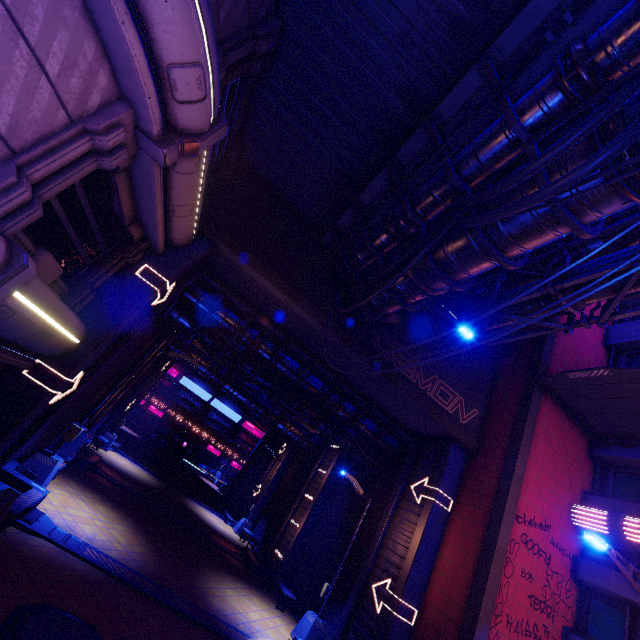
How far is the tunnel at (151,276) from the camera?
10.1 meters

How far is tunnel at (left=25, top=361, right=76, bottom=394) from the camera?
8.40m

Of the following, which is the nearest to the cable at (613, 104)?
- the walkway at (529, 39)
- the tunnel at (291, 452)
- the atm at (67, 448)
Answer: the walkway at (529, 39)

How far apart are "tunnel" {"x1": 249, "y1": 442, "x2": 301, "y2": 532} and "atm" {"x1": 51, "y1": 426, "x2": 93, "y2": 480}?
16.7m

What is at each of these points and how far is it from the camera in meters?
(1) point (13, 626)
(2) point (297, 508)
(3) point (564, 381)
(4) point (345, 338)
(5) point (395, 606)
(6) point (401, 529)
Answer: (1) manhole, 5.4 m
(2) tunnel, 20.5 m
(3) awning, 12.3 m
(4) beam, 12.1 m
(5) tunnel, 10.8 m
(6) tunnel, 13.0 m

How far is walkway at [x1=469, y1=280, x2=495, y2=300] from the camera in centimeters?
1579cm

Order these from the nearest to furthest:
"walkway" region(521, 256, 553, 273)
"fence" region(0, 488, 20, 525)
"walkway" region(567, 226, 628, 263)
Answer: "fence" region(0, 488, 20, 525) → "walkway" region(567, 226, 628, 263) → "walkway" region(521, 256, 553, 273)
